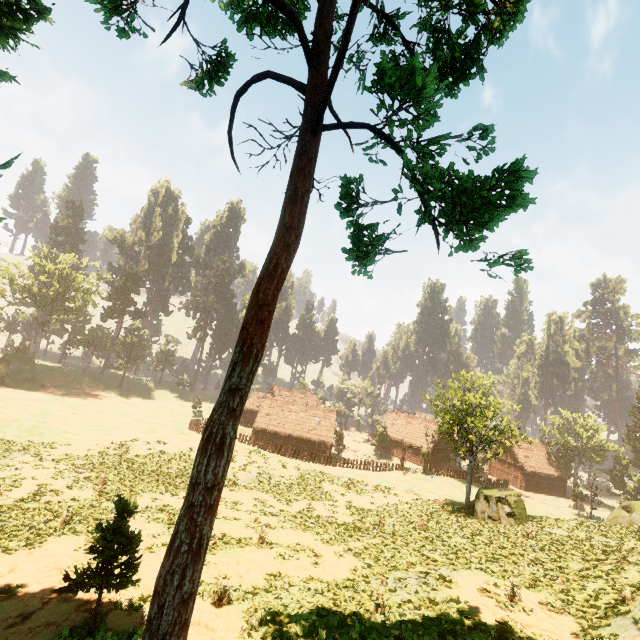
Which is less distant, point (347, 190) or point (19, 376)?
point (347, 190)

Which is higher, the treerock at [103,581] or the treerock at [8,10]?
the treerock at [8,10]

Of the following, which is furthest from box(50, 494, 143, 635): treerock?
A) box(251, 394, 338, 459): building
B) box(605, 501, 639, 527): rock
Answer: box(605, 501, 639, 527): rock

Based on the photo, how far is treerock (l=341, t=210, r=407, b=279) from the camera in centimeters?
745cm

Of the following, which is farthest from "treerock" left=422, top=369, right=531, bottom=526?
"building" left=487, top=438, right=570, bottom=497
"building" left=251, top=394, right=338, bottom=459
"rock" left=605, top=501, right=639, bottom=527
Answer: → "rock" left=605, top=501, right=639, bottom=527

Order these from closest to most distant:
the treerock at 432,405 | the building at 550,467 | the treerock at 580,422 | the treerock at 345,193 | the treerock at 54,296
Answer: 1. the treerock at 345,193
2. the treerock at 432,405
3. the treerock at 580,422
4. the treerock at 54,296
5. the building at 550,467

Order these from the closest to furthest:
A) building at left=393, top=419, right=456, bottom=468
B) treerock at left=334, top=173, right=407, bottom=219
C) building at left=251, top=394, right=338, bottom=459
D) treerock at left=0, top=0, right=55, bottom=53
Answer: treerock at left=334, top=173, right=407, bottom=219
treerock at left=0, top=0, right=55, bottom=53
building at left=251, top=394, right=338, bottom=459
building at left=393, top=419, right=456, bottom=468

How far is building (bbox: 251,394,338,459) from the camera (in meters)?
48.91
